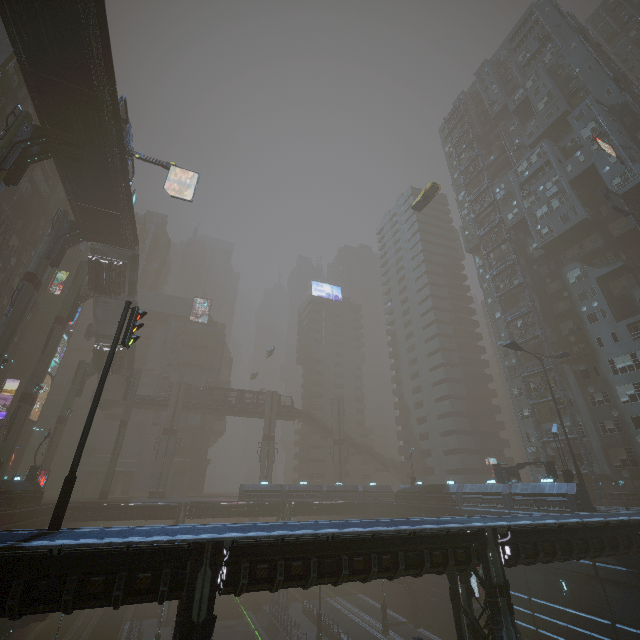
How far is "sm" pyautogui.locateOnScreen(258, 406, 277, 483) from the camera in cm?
5491

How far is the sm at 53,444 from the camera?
41.3m

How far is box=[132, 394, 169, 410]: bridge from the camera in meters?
54.6

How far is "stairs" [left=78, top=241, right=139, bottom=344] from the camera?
38.0m

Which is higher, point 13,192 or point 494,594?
point 13,192

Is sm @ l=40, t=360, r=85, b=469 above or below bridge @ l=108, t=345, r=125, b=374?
below

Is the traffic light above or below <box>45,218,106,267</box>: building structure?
below

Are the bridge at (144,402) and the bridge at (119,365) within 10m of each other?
yes
